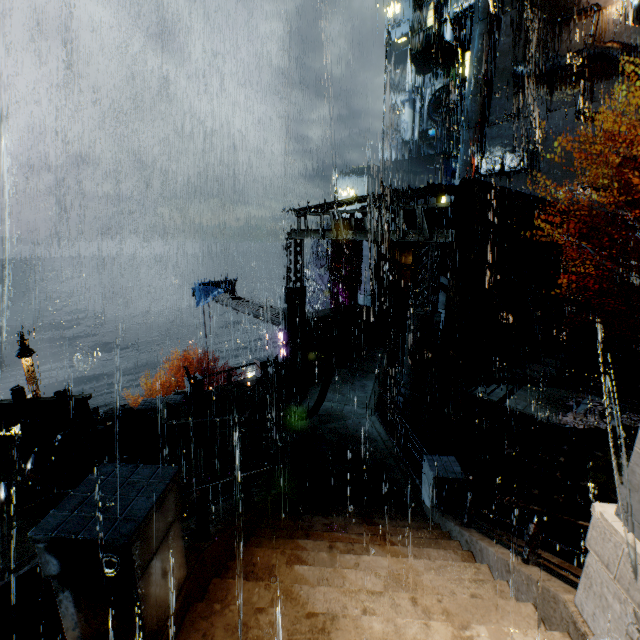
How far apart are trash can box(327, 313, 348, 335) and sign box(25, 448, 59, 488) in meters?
13.2

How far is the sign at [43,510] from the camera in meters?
7.7 m

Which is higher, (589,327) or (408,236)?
(408,236)

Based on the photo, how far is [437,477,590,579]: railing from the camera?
3.7m

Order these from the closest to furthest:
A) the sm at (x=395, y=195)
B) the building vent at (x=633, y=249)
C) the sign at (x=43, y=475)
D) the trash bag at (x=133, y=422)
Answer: the sign at (x=43, y=475)
the trash bag at (x=133, y=422)
the sm at (x=395, y=195)
the building vent at (x=633, y=249)

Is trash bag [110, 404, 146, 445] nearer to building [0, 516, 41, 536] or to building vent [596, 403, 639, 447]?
building [0, 516, 41, 536]

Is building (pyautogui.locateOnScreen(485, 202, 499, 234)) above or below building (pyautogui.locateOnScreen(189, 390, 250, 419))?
above

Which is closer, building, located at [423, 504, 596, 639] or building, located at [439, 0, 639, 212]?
building, located at [423, 504, 596, 639]
